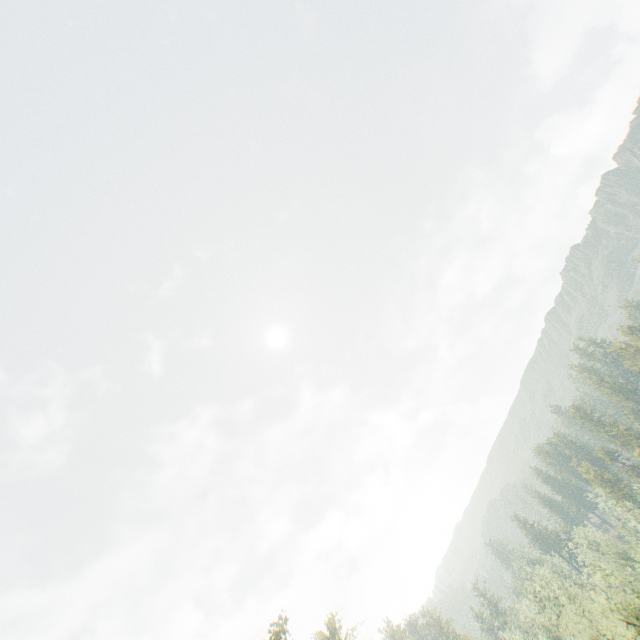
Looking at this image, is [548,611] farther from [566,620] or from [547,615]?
[566,620]
